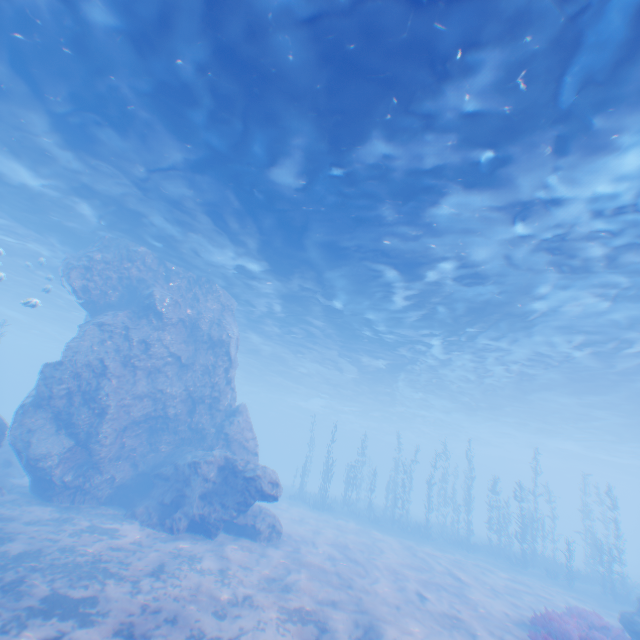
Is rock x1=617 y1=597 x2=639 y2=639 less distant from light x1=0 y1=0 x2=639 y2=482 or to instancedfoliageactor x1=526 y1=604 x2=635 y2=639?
light x1=0 y1=0 x2=639 y2=482

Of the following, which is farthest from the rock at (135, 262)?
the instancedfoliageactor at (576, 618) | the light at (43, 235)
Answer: the instancedfoliageactor at (576, 618)

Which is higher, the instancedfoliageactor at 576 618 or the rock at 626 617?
the rock at 626 617

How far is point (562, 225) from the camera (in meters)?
10.95

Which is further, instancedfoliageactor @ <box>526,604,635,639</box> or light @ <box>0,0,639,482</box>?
instancedfoliageactor @ <box>526,604,635,639</box>
